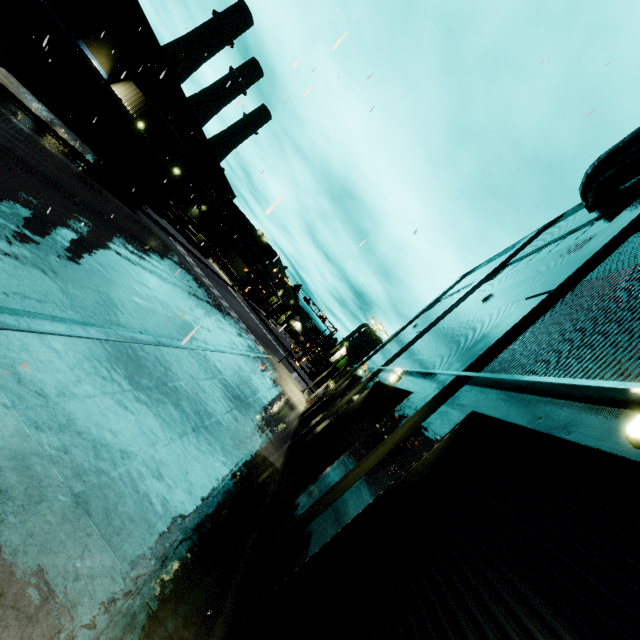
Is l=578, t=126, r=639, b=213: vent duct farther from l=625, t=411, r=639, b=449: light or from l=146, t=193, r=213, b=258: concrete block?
l=146, t=193, r=213, b=258: concrete block

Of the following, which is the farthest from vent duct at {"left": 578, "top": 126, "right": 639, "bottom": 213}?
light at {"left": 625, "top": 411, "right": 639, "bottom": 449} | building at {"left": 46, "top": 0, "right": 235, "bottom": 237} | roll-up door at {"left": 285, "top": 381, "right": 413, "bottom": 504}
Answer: light at {"left": 625, "top": 411, "right": 639, "bottom": 449}

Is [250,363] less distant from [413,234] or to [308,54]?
[413,234]

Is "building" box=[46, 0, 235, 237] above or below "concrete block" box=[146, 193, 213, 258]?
above

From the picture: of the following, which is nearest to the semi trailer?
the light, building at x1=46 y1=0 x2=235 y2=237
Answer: building at x1=46 y1=0 x2=235 y2=237

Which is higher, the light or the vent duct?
the vent duct

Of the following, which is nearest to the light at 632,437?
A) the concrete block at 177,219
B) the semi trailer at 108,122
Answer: the semi trailer at 108,122

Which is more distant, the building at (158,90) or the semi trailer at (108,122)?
the building at (158,90)
